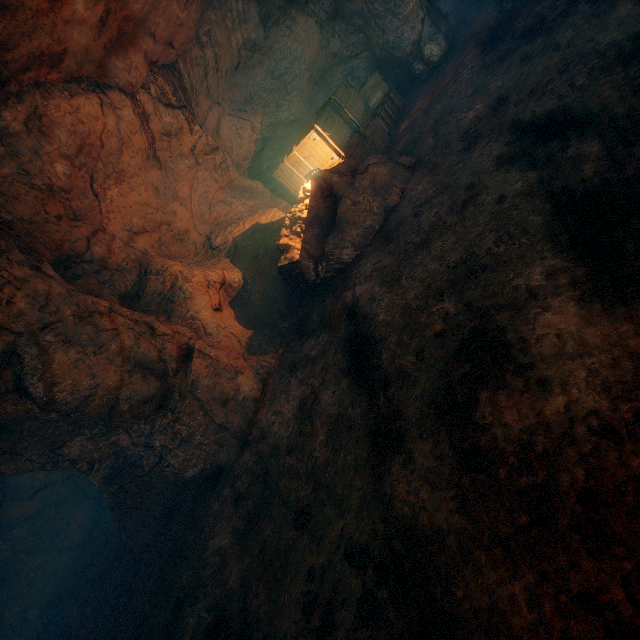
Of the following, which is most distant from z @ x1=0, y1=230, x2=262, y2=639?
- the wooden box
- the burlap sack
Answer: the wooden box

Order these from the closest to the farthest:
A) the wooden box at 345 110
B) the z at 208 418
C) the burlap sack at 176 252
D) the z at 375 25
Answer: the burlap sack at 176 252 < the z at 208 418 < the wooden box at 345 110 < the z at 375 25

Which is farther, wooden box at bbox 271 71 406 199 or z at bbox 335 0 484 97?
z at bbox 335 0 484 97

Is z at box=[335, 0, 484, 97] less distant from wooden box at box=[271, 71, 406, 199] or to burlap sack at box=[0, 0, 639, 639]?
burlap sack at box=[0, 0, 639, 639]

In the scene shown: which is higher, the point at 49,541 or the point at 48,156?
the point at 48,156

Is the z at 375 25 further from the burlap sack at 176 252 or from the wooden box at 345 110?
the wooden box at 345 110

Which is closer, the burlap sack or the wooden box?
the burlap sack

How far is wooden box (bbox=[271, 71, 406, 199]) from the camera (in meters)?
7.16
